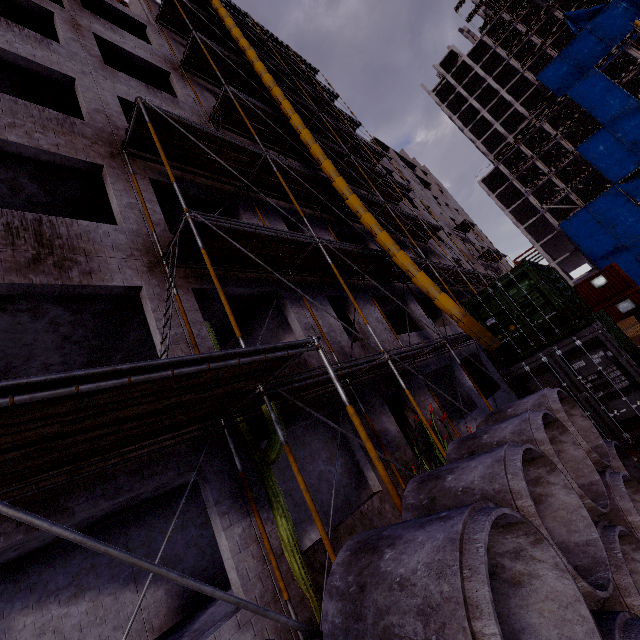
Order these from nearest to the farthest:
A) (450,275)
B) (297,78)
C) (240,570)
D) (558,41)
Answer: (240,570), (450,275), (297,78), (558,41)

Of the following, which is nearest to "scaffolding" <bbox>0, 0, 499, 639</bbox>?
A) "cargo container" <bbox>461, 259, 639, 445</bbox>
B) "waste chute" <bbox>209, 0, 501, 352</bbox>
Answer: "waste chute" <bbox>209, 0, 501, 352</bbox>

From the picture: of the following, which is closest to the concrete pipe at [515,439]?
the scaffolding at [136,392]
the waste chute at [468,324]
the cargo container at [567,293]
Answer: the scaffolding at [136,392]

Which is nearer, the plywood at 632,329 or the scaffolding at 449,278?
the scaffolding at 449,278

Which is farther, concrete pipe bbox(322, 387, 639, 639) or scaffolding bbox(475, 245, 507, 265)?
Answer: scaffolding bbox(475, 245, 507, 265)

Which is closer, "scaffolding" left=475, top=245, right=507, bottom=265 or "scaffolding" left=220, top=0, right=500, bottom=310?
"scaffolding" left=220, top=0, right=500, bottom=310

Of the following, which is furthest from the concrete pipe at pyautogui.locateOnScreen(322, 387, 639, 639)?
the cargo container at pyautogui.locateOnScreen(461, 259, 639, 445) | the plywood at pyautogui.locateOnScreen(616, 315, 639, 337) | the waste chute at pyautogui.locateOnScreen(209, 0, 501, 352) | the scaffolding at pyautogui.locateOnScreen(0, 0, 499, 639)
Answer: the plywood at pyautogui.locateOnScreen(616, 315, 639, 337)

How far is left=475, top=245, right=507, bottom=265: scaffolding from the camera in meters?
31.8
